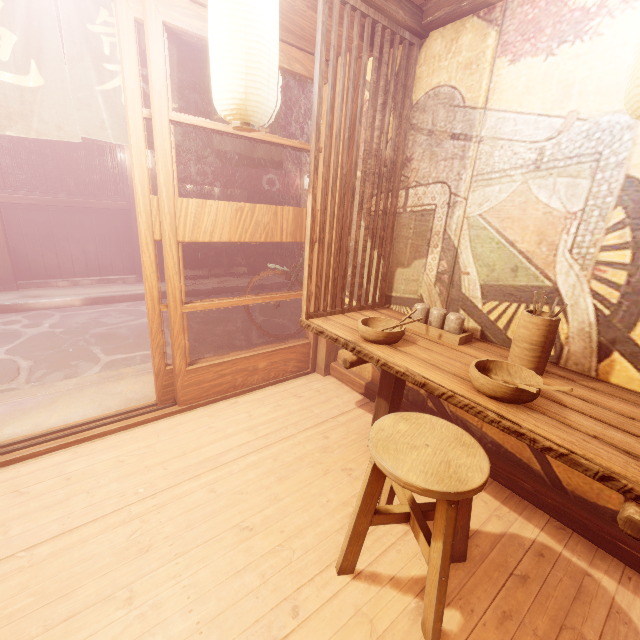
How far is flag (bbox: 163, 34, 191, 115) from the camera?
4.2 meters

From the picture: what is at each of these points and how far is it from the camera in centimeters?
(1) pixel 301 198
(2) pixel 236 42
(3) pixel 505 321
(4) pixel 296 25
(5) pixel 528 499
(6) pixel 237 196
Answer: (1) wood pole, 1578cm
(2) lantern, 262cm
(3) building, 371cm
(4) wood bar, 400cm
(5) building, 364cm
(6) building, 2108cm

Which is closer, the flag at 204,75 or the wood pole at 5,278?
the flag at 204,75

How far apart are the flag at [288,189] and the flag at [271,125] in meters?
8.3

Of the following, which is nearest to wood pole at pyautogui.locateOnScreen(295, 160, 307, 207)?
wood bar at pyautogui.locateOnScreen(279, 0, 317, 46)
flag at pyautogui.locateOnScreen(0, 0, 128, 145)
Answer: wood bar at pyautogui.locateOnScreen(279, 0, 317, 46)

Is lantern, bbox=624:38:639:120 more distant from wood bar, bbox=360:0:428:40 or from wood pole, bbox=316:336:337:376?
wood bar, bbox=360:0:428:40

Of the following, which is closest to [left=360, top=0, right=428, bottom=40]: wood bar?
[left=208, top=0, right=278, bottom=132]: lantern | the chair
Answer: [left=208, top=0, right=278, bottom=132]: lantern

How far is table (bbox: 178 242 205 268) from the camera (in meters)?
15.77
